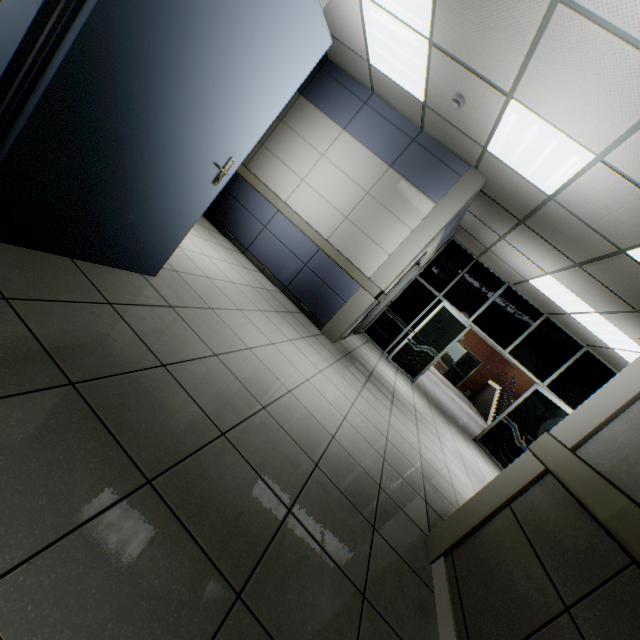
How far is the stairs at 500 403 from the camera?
15.45m

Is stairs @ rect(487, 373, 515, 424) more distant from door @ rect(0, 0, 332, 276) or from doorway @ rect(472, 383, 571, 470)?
door @ rect(0, 0, 332, 276)

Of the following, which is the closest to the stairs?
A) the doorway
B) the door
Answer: the doorway

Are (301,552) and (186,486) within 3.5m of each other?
yes

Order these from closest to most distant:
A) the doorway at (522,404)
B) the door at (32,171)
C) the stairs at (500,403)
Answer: the door at (32,171)
the doorway at (522,404)
the stairs at (500,403)

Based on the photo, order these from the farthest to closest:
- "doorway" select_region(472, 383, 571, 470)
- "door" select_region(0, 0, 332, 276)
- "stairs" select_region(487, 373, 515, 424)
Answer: "stairs" select_region(487, 373, 515, 424), "doorway" select_region(472, 383, 571, 470), "door" select_region(0, 0, 332, 276)
